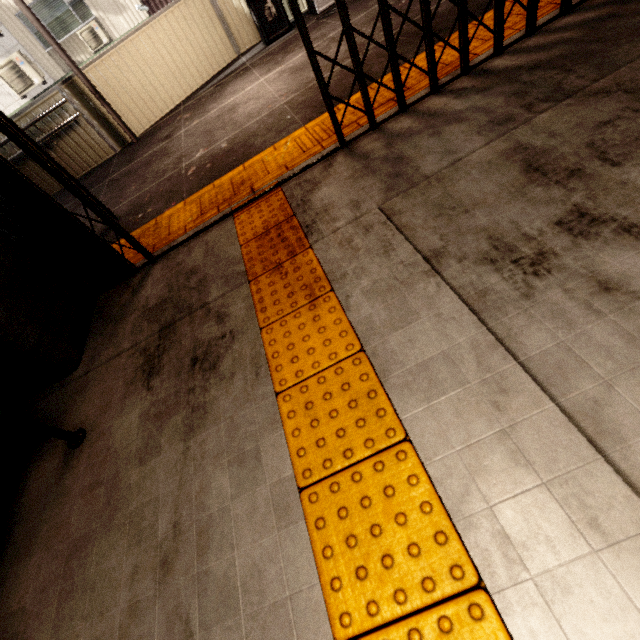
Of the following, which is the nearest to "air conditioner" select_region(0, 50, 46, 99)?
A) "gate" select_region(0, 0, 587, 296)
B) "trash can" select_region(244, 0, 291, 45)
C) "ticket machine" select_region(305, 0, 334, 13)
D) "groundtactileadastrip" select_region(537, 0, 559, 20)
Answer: "trash can" select_region(244, 0, 291, 45)

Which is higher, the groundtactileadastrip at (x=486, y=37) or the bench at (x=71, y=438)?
the bench at (x=71, y=438)

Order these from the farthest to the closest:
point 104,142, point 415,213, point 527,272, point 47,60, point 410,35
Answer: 1. point 47,60
2. point 104,142
3. point 410,35
4. point 415,213
5. point 527,272

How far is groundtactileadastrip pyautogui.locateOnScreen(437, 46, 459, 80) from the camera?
2.76m

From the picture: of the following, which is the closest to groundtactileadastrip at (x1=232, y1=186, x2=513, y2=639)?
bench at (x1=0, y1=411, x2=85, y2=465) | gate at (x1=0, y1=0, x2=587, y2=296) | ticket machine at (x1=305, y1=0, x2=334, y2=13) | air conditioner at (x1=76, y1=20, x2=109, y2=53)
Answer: gate at (x1=0, y1=0, x2=587, y2=296)

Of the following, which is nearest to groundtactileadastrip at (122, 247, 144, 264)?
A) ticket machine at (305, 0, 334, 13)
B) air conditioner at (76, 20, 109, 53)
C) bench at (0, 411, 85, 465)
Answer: bench at (0, 411, 85, 465)

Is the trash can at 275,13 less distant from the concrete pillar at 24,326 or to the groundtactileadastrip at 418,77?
the groundtactileadastrip at 418,77
